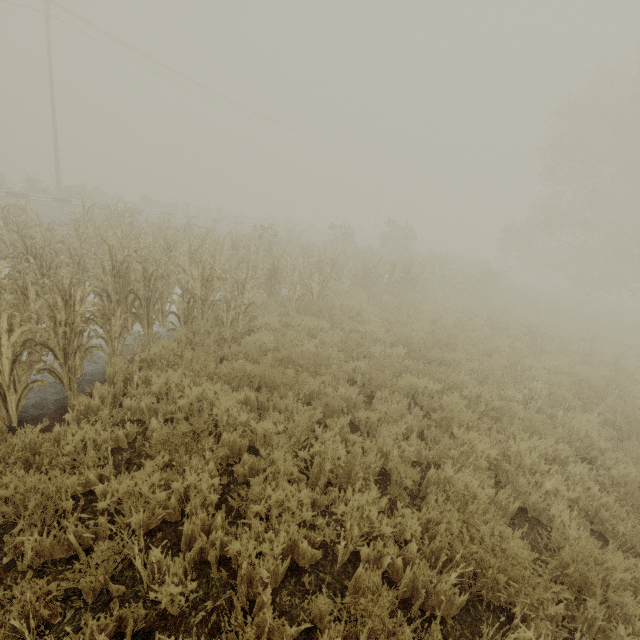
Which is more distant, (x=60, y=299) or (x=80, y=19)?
(x=80, y=19)
